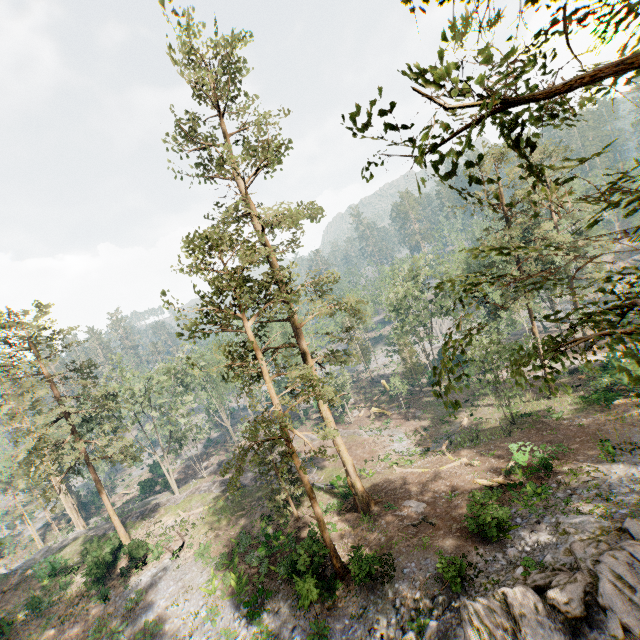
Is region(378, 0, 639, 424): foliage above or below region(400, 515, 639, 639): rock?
above

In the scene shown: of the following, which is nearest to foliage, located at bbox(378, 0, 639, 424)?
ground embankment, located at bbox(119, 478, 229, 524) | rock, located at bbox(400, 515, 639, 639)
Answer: rock, located at bbox(400, 515, 639, 639)

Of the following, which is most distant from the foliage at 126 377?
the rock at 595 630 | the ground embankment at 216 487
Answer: the ground embankment at 216 487

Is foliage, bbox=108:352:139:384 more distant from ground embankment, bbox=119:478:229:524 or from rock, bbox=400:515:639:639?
ground embankment, bbox=119:478:229:524

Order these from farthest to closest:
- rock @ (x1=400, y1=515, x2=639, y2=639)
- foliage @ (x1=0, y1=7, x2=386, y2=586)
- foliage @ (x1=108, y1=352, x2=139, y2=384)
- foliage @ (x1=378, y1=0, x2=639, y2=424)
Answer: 1. foliage @ (x1=108, y1=352, x2=139, y2=384)
2. foliage @ (x1=0, y1=7, x2=386, y2=586)
3. rock @ (x1=400, y1=515, x2=639, y2=639)
4. foliage @ (x1=378, y1=0, x2=639, y2=424)

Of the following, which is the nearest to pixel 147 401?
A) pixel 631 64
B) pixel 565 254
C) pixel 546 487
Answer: pixel 546 487

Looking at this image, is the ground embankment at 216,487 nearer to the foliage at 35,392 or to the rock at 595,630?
the foliage at 35,392
